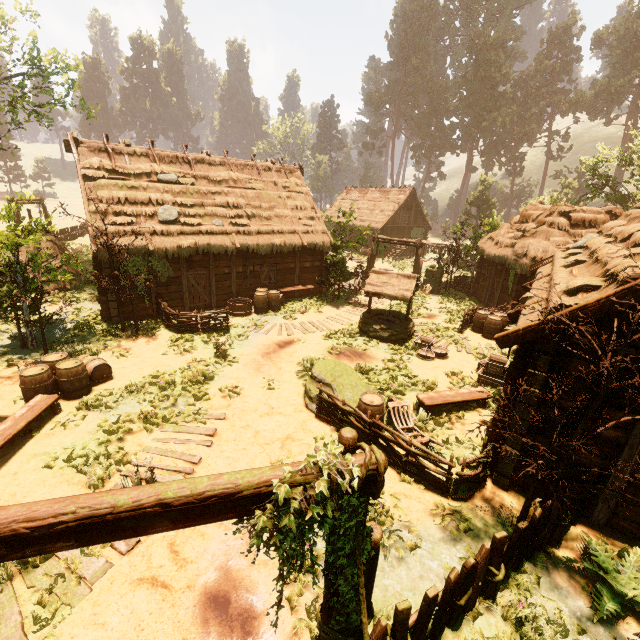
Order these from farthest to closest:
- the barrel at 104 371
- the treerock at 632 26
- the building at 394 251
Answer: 1. the building at 394 251
2. the treerock at 632 26
3. the barrel at 104 371

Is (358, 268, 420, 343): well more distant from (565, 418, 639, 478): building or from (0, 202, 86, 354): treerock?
(565, 418, 639, 478): building

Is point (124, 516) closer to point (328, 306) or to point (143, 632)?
point (143, 632)

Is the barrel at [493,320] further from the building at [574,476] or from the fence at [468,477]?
the fence at [468,477]

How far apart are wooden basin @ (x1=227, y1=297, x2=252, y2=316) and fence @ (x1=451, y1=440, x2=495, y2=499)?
12.2 meters

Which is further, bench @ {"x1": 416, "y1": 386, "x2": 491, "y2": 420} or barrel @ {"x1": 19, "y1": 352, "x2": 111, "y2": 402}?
bench @ {"x1": 416, "y1": 386, "x2": 491, "y2": 420}

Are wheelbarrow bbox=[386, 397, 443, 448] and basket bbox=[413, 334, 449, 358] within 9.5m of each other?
yes

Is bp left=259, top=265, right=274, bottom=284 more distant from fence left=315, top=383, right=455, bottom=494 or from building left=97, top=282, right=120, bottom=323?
fence left=315, top=383, right=455, bottom=494
